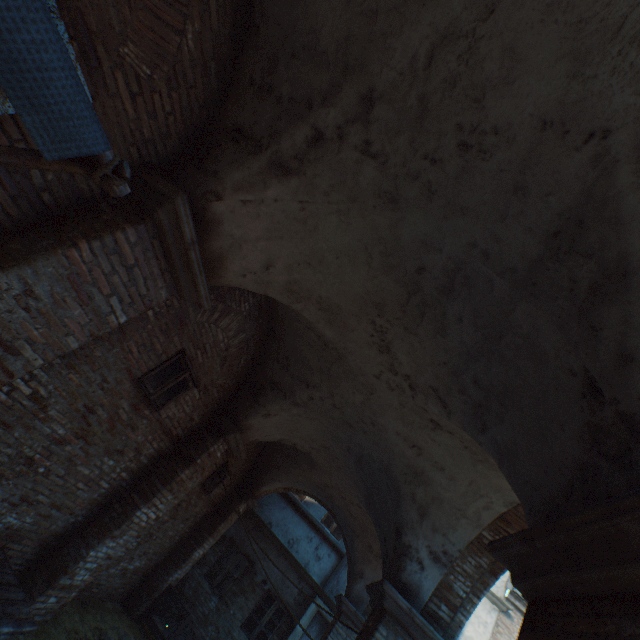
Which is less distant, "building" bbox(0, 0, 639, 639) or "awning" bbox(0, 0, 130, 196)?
"awning" bbox(0, 0, 130, 196)

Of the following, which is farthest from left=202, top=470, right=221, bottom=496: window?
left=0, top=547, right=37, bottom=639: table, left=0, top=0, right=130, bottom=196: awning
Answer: left=0, top=0, right=130, bottom=196: awning

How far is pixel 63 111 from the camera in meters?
1.0 m

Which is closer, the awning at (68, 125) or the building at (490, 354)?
the awning at (68, 125)

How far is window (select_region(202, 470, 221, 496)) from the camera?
8.37m

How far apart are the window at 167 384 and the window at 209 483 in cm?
397

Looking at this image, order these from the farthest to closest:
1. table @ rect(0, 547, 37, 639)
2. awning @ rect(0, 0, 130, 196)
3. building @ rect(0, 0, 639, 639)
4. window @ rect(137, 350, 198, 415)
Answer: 1. window @ rect(137, 350, 198, 415)
2. table @ rect(0, 547, 37, 639)
3. building @ rect(0, 0, 639, 639)
4. awning @ rect(0, 0, 130, 196)

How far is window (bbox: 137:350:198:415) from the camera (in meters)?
4.76
